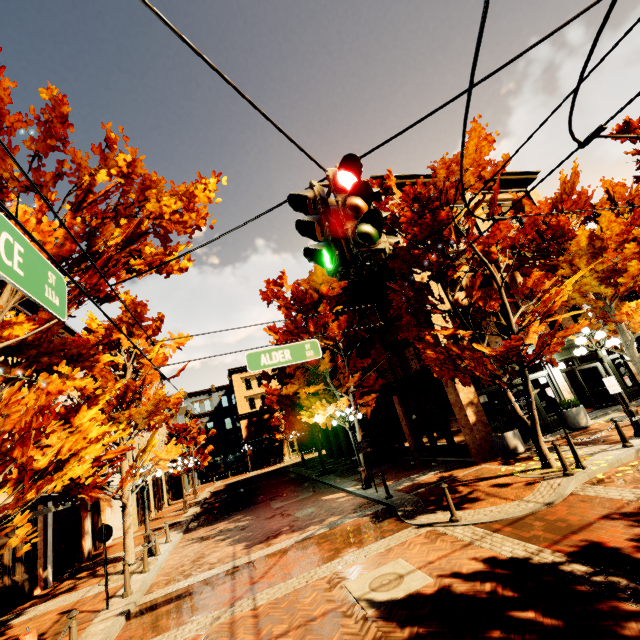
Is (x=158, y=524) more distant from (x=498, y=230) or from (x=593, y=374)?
(x=593, y=374)

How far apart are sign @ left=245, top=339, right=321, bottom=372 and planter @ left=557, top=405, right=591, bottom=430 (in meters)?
12.30

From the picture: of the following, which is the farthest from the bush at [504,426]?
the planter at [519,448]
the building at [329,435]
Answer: the building at [329,435]

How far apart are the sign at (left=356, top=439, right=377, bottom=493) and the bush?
4.78m

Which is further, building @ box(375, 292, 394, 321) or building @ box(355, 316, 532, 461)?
building @ box(375, 292, 394, 321)

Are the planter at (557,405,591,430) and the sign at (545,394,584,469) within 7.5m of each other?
yes

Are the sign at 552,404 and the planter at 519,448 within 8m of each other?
yes

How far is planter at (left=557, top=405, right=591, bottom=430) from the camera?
13.2 meters
